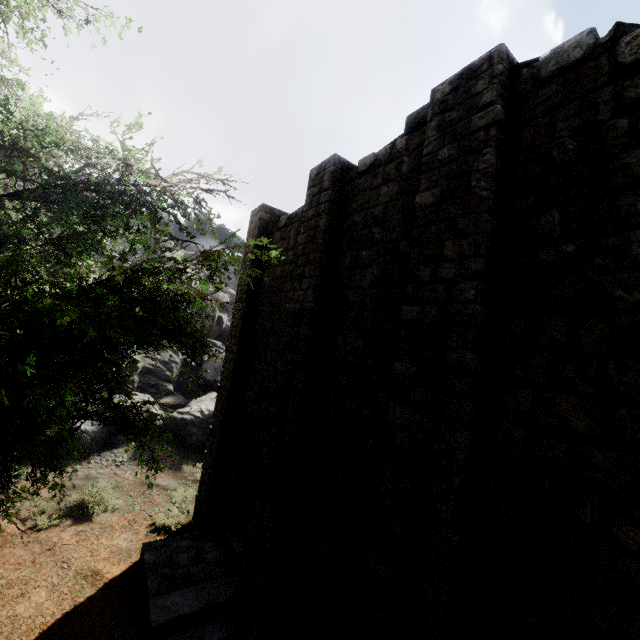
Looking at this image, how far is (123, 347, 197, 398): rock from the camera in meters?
20.1

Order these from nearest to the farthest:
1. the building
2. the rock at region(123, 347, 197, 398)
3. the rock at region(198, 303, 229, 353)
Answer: the building, the rock at region(123, 347, 197, 398), the rock at region(198, 303, 229, 353)

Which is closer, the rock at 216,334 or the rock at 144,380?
the rock at 144,380

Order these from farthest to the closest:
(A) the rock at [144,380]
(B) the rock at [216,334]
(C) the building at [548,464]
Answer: (B) the rock at [216,334] → (A) the rock at [144,380] → (C) the building at [548,464]

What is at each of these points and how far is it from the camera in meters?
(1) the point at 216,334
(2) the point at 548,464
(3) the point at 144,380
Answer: (1) rock, 30.1 m
(2) building, 3.7 m
(3) rock, 20.7 m

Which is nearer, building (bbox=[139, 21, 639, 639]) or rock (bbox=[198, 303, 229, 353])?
building (bbox=[139, 21, 639, 639])
